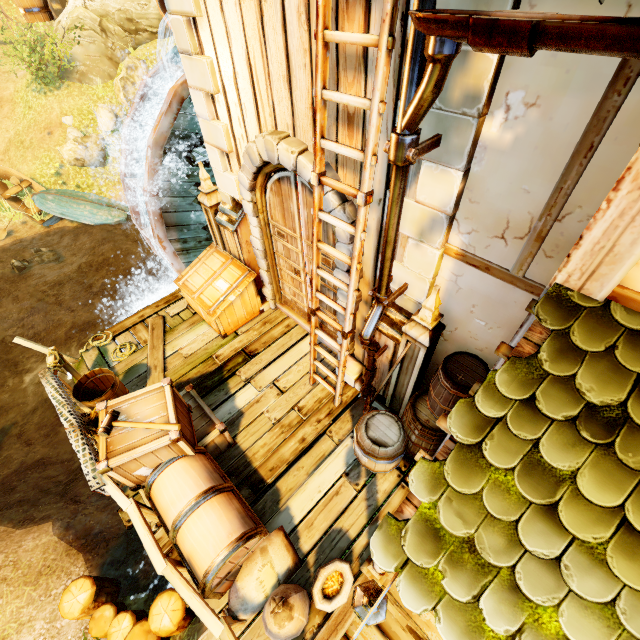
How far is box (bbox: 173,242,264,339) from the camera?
5.84m

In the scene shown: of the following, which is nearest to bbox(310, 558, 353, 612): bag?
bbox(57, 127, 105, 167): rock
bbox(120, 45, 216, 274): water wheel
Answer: bbox(120, 45, 216, 274): water wheel

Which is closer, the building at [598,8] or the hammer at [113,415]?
the building at [598,8]

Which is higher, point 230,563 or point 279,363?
point 230,563

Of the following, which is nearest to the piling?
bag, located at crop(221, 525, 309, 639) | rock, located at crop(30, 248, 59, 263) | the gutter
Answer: bag, located at crop(221, 525, 309, 639)

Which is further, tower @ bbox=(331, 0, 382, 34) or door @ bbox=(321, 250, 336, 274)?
door @ bbox=(321, 250, 336, 274)

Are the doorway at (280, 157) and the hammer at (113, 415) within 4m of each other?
yes

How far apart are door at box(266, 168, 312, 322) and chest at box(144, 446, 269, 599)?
2.7m
